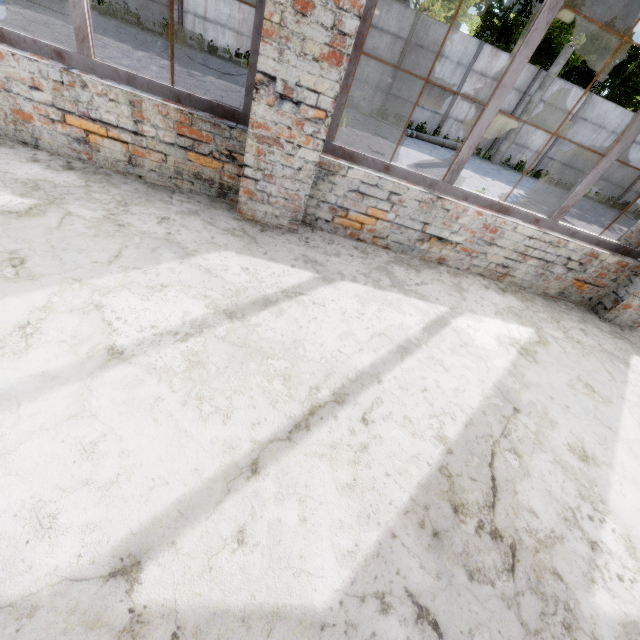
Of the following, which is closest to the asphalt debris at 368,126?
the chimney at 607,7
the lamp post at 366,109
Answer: the lamp post at 366,109

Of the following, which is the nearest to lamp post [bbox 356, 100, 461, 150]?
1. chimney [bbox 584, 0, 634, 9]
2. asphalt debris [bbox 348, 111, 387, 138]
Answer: asphalt debris [bbox 348, 111, 387, 138]

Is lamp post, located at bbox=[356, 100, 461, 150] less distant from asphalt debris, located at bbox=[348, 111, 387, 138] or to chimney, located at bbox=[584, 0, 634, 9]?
asphalt debris, located at bbox=[348, 111, 387, 138]

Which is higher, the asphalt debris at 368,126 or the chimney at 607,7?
the chimney at 607,7

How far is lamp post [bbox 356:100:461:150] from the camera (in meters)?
13.60

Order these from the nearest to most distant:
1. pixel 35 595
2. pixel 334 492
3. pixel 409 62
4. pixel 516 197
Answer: pixel 35 595 → pixel 334 492 → pixel 516 197 → pixel 409 62

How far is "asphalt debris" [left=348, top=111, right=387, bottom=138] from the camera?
12.3m

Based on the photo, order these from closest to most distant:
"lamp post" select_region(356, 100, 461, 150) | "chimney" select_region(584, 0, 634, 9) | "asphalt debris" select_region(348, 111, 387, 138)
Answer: "asphalt debris" select_region(348, 111, 387, 138) → "lamp post" select_region(356, 100, 461, 150) → "chimney" select_region(584, 0, 634, 9)
